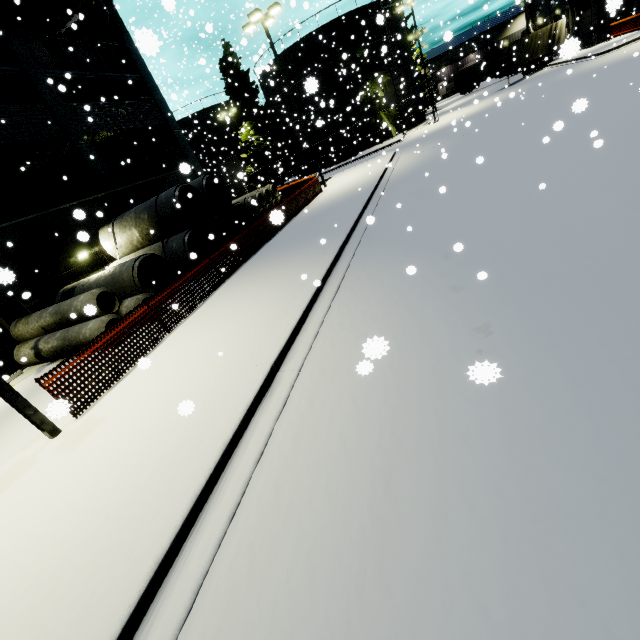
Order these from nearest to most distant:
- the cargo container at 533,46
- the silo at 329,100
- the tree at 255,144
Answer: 1. the silo at 329,100
2. the cargo container at 533,46
3. the tree at 255,144

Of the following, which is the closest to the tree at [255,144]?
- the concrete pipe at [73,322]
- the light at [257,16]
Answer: the light at [257,16]

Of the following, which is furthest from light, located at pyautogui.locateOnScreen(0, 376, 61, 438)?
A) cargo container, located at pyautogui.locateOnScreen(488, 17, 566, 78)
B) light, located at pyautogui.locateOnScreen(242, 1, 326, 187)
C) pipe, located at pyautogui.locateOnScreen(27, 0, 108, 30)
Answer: cargo container, located at pyautogui.locateOnScreen(488, 17, 566, 78)

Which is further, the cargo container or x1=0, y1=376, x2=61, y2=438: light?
the cargo container

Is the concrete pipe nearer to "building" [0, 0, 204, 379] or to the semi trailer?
"building" [0, 0, 204, 379]

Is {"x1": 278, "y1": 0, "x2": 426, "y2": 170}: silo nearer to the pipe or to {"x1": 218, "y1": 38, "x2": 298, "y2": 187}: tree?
{"x1": 218, "y1": 38, "x2": 298, "y2": 187}: tree

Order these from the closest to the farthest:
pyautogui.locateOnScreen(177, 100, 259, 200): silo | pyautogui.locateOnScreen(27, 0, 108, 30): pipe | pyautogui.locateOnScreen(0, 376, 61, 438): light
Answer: pyautogui.locateOnScreen(0, 376, 61, 438): light
pyautogui.locateOnScreen(27, 0, 108, 30): pipe
pyautogui.locateOnScreen(177, 100, 259, 200): silo

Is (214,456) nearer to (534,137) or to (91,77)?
(534,137)
